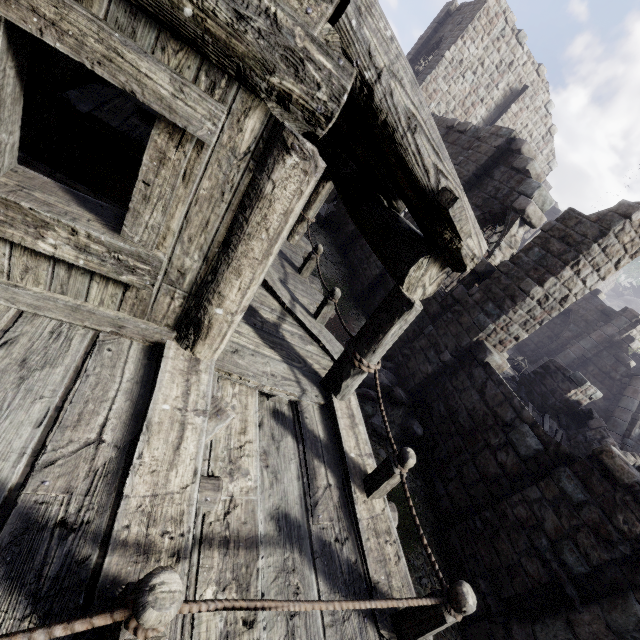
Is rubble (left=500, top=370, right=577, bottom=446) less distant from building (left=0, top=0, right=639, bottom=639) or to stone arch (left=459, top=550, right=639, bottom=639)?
building (left=0, top=0, right=639, bottom=639)

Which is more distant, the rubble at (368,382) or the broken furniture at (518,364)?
the broken furniture at (518,364)

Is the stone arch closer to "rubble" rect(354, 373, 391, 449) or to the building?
the building

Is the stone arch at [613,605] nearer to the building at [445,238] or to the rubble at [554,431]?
the building at [445,238]

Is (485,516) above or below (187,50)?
below

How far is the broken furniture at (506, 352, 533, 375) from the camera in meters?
15.6 m

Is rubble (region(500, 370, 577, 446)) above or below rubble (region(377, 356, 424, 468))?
above

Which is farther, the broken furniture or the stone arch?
the broken furniture
